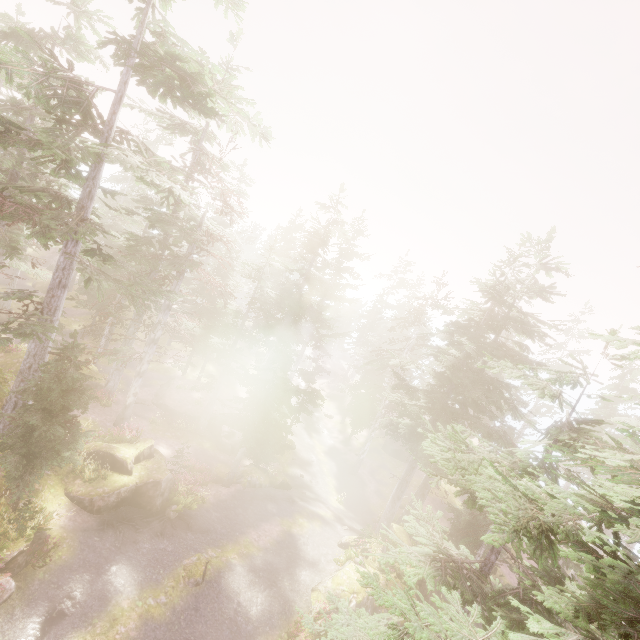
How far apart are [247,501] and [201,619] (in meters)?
8.34

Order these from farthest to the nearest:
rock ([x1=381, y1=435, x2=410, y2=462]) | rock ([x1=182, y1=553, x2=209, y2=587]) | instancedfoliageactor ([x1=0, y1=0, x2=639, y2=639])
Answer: rock ([x1=381, y1=435, x2=410, y2=462]) < rock ([x1=182, y1=553, x2=209, y2=587]) < instancedfoliageactor ([x1=0, y1=0, x2=639, y2=639])

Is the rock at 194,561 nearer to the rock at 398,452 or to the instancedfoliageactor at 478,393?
the instancedfoliageactor at 478,393

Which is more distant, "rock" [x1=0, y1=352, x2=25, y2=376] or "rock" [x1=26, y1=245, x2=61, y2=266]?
"rock" [x1=26, y1=245, x2=61, y2=266]

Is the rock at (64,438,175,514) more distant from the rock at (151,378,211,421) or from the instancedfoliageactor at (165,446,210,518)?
the rock at (151,378,211,421)

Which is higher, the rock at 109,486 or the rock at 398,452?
the rock at 109,486

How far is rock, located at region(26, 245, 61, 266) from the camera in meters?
49.7

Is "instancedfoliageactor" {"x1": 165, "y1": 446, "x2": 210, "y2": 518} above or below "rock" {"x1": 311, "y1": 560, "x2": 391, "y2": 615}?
above
